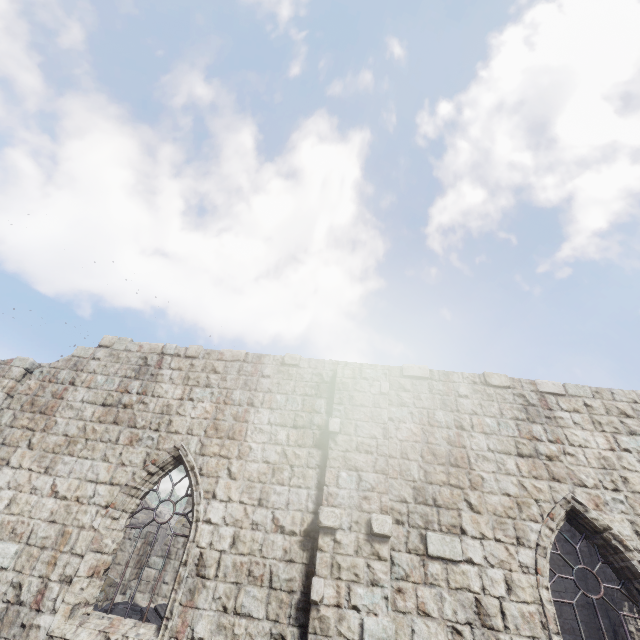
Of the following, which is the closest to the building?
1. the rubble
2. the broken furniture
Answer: the rubble

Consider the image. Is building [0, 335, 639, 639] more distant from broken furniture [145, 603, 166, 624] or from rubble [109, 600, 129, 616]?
broken furniture [145, 603, 166, 624]

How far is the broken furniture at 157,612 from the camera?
9.18m

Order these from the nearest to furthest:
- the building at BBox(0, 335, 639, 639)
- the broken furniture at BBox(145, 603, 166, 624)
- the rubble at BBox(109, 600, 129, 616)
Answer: the building at BBox(0, 335, 639, 639), the broken furniture at BBox(145, 603, 166, 624), the rubble at BBox(109, 600, 129, 616)

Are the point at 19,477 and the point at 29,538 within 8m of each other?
yes

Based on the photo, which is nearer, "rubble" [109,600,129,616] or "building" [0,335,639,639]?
"building" [0,335,639,639]

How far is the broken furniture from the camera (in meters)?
9.18

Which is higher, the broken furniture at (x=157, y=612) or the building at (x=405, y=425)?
the building at (x=405, y=425)
